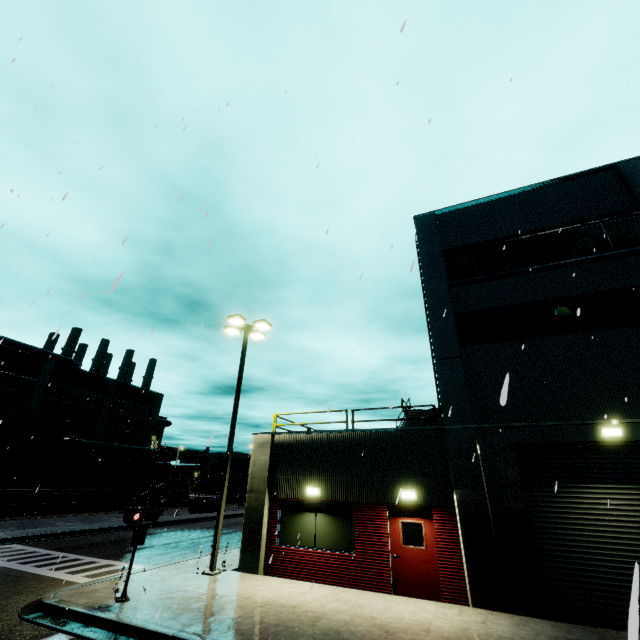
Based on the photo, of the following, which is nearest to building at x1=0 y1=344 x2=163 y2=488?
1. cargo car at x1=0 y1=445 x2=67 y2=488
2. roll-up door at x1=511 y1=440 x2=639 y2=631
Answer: roll-up door at x1=511 y1=440 x2=639 y2=631

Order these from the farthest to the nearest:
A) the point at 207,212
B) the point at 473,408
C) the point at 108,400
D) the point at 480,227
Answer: the point at 108,400
the point at 480,227
the point at 473,408
the point at 207,212

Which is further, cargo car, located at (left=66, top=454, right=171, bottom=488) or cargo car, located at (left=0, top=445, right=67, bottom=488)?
cargo car, located at (left=66, top=454, right=171, bottom=488)

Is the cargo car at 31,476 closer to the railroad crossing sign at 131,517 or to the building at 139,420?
the building at 139,420

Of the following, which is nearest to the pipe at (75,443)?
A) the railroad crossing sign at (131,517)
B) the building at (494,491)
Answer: the building at (494,491)

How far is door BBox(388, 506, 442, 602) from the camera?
9.9m

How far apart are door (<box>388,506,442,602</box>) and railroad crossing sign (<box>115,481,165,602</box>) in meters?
6.9 m

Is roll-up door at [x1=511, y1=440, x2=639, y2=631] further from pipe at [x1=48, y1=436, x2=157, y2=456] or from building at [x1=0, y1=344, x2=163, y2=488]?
pipe at [x1=48, y1=436, x2=157, y2=456]
